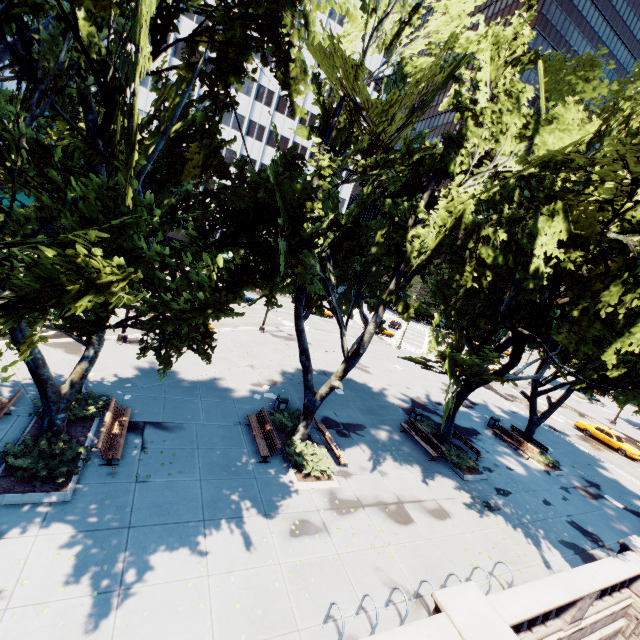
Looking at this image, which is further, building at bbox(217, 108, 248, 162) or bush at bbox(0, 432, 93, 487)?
building at bbox(217, 108, 248, 162)

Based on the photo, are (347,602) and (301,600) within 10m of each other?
yes

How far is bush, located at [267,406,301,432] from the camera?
15.6 meters

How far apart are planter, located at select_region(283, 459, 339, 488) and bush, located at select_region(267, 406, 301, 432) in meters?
1.7 m

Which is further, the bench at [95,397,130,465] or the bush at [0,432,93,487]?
the bench at [95,397,130,465]

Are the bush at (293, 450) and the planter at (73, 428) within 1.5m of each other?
no

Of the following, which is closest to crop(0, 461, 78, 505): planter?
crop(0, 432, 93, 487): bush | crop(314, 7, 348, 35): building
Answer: crop(0, 432, 93, 487): bush

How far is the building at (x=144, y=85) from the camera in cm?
4625
